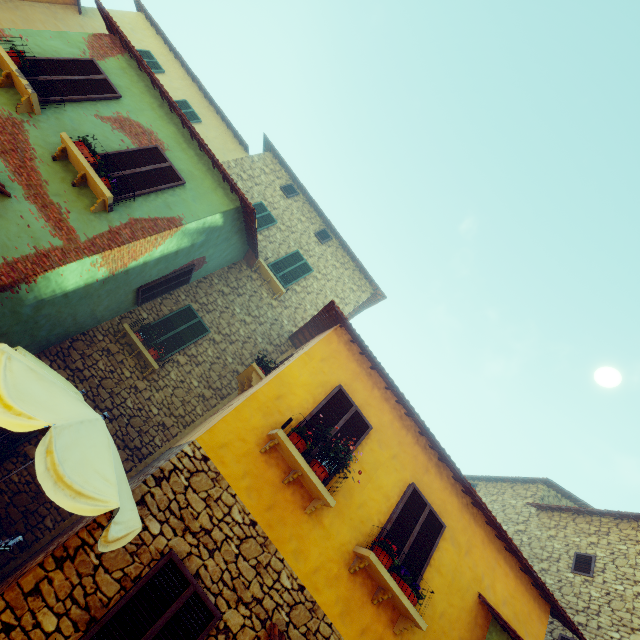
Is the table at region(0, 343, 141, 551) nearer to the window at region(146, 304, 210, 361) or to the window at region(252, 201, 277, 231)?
the window at region(146, 304, 210, 361)

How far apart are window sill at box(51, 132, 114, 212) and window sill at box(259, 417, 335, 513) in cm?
533

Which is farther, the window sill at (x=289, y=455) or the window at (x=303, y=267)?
the window at (x=303, y=267)

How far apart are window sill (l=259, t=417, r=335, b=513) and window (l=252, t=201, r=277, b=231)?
8.47m

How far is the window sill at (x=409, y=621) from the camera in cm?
520

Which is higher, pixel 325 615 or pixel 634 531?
pixel 634 531

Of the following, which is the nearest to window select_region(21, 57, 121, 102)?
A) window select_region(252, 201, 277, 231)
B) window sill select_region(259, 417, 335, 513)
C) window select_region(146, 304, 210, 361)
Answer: window sill select_region(259, 417, 335, 513)

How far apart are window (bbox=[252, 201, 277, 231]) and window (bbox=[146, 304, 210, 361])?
3.6 meters
